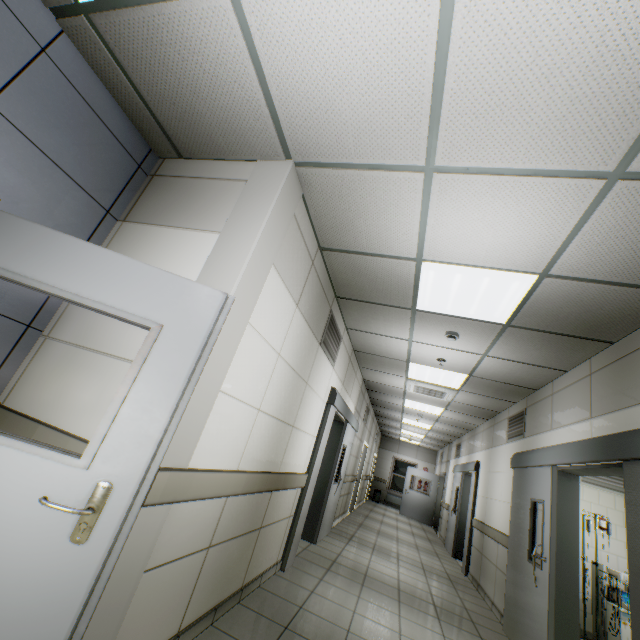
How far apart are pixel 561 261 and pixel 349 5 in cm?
223

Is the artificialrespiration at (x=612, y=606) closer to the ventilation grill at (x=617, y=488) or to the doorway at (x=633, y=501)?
the ventilation grill at (x=617, y=488)

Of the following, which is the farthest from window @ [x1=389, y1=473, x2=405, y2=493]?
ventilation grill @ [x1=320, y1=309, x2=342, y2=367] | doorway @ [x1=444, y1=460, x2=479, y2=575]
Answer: ventilation grill @ [x1=320, y1=309, x2=342, y2=367]

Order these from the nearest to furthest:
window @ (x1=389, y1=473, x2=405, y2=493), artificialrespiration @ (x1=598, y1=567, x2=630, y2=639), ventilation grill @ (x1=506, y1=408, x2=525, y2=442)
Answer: artificialrespiration @ (x1=598, y1=567, x2=630, y2=639) < ventilation grill @ (x1=506, y1=408, x2=525, y2=442) < window @ (x1=389, y1=473, x2=405, y2=493)

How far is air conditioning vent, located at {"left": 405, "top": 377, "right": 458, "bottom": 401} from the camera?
6.3 meters

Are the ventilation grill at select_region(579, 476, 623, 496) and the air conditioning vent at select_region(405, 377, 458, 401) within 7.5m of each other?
yes

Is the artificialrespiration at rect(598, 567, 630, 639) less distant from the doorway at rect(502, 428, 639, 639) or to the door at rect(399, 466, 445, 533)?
the doorway at rect(502, 428, 639, 639)

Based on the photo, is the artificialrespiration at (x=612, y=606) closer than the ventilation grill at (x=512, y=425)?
Yes
